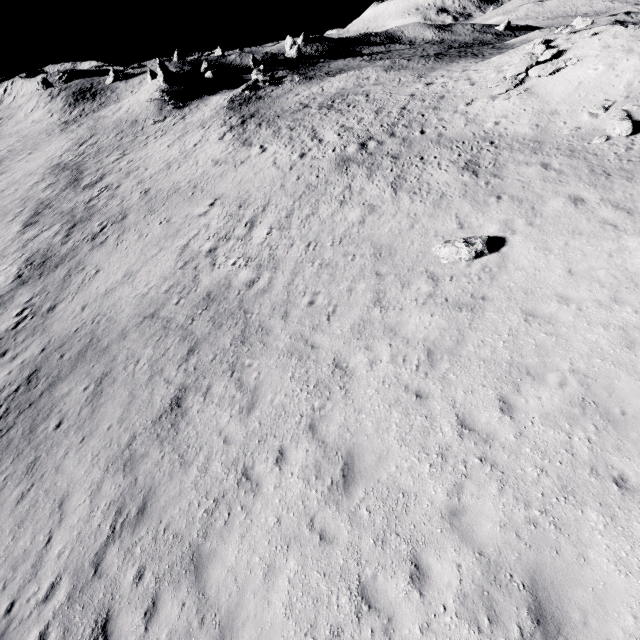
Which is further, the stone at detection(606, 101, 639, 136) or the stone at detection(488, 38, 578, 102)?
the stone at detection(488, 38, 578, 102)

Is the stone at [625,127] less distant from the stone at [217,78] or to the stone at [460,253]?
the stone at [460,253]

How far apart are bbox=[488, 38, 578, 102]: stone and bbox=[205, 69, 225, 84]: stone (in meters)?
51.46

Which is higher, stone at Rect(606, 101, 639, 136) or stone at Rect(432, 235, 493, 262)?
stone at Rect(606, 101, 639, 136)

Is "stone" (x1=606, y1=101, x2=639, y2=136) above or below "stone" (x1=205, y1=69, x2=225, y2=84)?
below

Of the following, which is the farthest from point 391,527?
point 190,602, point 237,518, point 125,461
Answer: point 125,461

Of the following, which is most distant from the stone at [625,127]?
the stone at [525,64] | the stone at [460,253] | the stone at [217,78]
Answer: the stone at [217,78]

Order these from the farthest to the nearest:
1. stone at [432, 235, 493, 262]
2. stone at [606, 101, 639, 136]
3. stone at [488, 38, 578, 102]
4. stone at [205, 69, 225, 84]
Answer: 1. stone at [205, 69, 225, 84]
2. stone at [488, 38, 578, 102]
3. stone at [606, 101, 639, 136]
4. stone at [432, 235, 493, 262]
